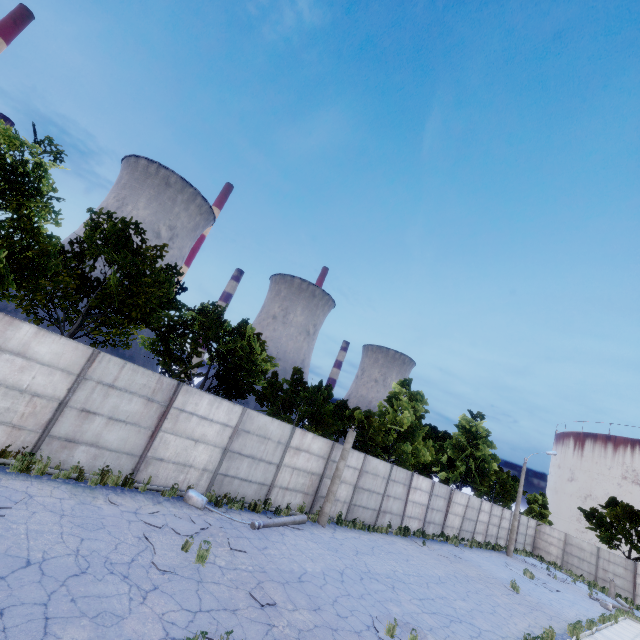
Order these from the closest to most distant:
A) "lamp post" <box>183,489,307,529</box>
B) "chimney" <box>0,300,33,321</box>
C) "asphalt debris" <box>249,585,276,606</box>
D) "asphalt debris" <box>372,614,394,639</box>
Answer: "asphalt debris" <box>249,585,276,606</box>, "asphalt debris" <box>372,614,394,639</box>, "lamp post" <box>183,489,307,529</box>, "chimney" <box>0,300,33,321</box>

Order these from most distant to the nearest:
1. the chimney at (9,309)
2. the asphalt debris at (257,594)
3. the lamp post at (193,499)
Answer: the chimney at (9,309), the lamp post at (193,499), the asphalt debris at (257,594)

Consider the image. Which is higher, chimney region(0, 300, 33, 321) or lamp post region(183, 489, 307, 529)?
chimney region(0, 300, 33, 321)

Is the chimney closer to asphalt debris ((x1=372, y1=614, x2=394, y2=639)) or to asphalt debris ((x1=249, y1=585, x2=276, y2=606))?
asphalt debris ((x1=249, y1=585, x2=276, y2=606))

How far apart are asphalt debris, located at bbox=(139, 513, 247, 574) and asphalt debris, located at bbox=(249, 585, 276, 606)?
1.39m

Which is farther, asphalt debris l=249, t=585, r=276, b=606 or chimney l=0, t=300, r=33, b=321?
chimney l=0, t=300, r=33, b=321

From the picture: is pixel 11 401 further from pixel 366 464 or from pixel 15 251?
pixel 366 464

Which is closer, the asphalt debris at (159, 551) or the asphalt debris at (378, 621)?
the asphalt debris at (159, 551)
